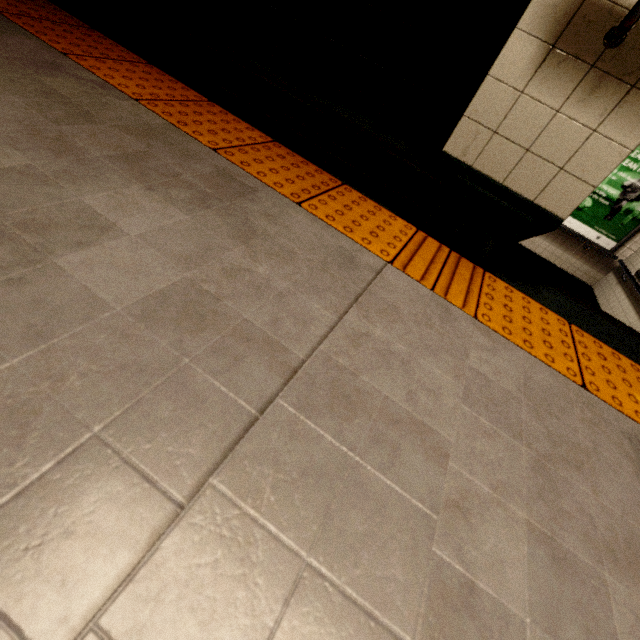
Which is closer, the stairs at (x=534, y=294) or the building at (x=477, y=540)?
the building at (x=477, y=540)

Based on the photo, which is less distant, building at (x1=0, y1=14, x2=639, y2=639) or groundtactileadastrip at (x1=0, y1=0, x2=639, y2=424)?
building at (x1=0, y1=14, x2=639, y2=639)

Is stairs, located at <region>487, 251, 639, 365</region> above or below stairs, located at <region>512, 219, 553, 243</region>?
below

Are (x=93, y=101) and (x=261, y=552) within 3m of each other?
yes

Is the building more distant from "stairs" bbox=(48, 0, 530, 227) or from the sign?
the sign

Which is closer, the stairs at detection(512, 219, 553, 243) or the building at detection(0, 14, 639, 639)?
the building at detection(0, 14, 639, 639)

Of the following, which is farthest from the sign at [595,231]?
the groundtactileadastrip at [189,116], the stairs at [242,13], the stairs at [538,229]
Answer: the groundtactileadastrip at [189,116]

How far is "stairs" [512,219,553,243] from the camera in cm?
141
